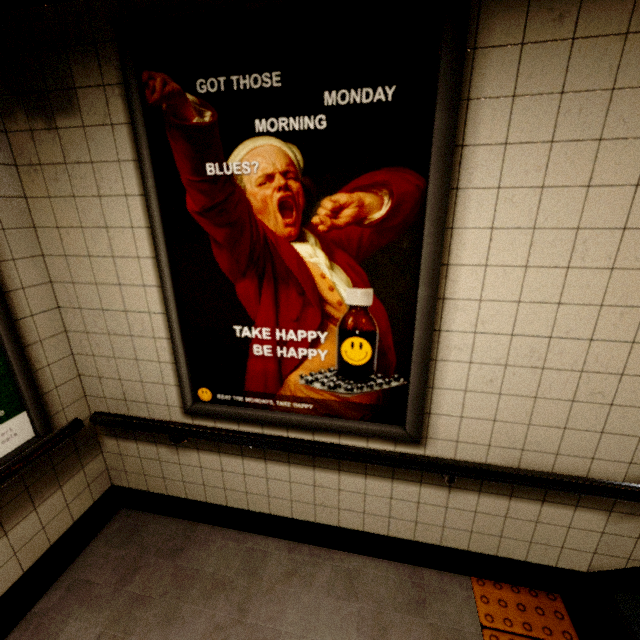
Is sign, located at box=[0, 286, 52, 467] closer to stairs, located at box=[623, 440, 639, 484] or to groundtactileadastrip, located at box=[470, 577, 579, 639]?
groundtactileadastrip, located at box=[470, 577, 579, 639]

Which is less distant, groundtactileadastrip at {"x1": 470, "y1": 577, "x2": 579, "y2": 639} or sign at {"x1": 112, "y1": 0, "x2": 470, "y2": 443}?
sign at {"x1": 112, "y1": 0, "x2": 470, "y2": 443}

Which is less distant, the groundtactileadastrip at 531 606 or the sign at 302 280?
the sign at 302 280

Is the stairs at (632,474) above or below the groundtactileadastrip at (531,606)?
above

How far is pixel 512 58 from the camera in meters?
1.1 m

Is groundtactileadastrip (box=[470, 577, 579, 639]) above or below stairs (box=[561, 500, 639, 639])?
below

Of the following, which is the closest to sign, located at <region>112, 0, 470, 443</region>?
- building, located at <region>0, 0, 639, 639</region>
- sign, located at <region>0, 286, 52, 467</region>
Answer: building, located at <region>0, 0, 639, 639</region>

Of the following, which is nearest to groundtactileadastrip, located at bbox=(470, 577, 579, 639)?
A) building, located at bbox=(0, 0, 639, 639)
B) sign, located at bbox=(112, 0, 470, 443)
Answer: building, located at bbox=(0, 0, 639, 639)
